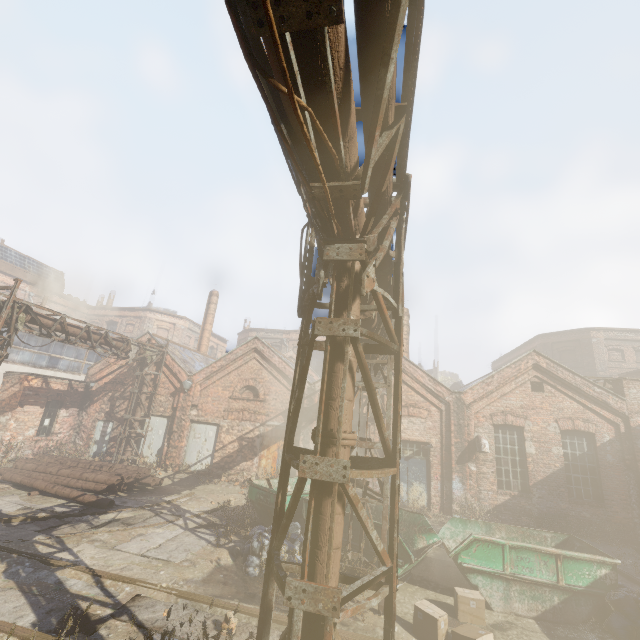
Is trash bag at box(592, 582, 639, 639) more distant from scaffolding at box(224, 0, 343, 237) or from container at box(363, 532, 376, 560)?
scaffolding at box(224, 0, 343, 237)

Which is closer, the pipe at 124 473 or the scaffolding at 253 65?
the scaffolding at 253 65

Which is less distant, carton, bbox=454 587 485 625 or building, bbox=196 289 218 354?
carton, bbox=454 587 485 625

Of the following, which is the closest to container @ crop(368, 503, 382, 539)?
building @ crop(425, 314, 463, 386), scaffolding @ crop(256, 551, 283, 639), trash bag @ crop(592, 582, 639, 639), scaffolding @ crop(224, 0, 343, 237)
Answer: trash bag @ crop(592, 582, 639, 639)

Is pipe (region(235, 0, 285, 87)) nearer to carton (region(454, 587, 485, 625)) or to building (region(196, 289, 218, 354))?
carton (region(454, 587, 485, 625))

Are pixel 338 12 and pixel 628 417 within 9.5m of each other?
no

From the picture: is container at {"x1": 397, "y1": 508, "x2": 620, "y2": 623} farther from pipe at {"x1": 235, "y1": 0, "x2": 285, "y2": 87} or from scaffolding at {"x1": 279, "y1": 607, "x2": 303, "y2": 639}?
scaffolding at {"x1": 279, "y1": 607, "x2": 303, "y2": 639}

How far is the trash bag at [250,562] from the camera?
7.45m
